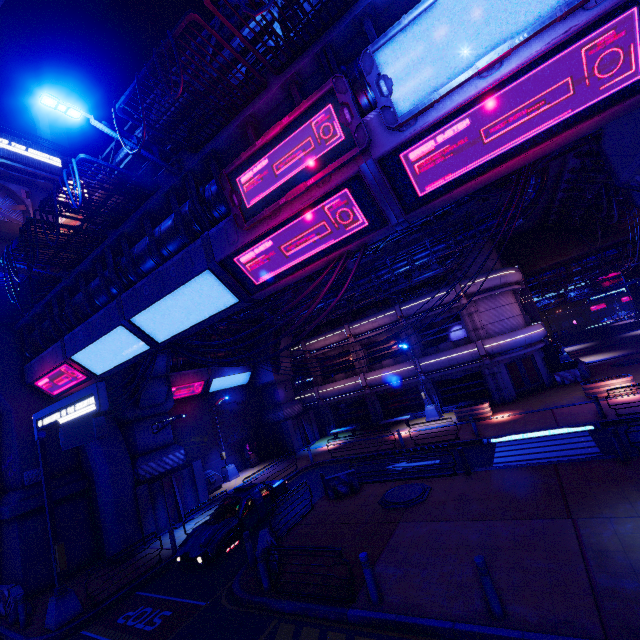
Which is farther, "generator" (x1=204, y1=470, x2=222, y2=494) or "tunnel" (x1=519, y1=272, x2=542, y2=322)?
"tunnel" (x1=519, y1=272, x2=542, y2=322)

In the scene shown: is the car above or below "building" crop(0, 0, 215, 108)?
below

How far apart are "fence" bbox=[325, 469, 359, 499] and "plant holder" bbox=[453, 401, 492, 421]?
9.71m

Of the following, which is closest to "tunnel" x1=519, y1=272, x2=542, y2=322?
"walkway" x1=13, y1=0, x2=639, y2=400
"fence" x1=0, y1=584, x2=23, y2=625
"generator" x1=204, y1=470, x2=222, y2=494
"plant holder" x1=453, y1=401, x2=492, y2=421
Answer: "walkway" x1=13, y1=0, x2=639, y2=400

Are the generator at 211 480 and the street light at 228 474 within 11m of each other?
yes

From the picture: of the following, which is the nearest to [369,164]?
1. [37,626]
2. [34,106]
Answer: [37,626]

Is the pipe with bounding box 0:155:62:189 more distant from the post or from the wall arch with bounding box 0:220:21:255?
the post

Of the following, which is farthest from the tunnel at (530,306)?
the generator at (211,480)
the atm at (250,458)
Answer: the generator at (211,480)
